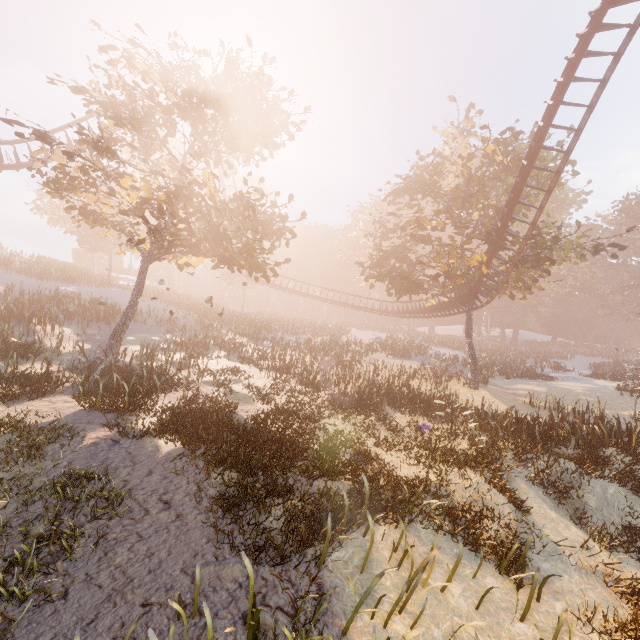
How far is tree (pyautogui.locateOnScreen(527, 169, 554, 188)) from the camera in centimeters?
2125cm

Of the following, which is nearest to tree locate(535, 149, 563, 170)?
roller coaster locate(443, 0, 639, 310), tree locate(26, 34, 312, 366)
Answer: roller coaster locate(443, 0, 639, 310)

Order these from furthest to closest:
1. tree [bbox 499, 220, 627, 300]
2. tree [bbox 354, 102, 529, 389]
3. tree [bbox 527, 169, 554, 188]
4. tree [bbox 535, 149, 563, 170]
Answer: tree [bbox 527, 169, 554, 188], tree [bbox 354, 102, 529, 389], tree [bbox 535, 149, 563, 170], tree [bbox 499, 220, 627, 300]

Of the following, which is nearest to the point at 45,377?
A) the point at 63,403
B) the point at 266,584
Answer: the point at 63,403

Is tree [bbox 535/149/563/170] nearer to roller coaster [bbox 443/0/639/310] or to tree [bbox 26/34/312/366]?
roller coaster [bbox 443/0/639/310]

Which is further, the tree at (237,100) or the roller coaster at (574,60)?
the roller coaster at (574,60)

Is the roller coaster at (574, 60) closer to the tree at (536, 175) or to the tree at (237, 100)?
the tree at (536, 175)
